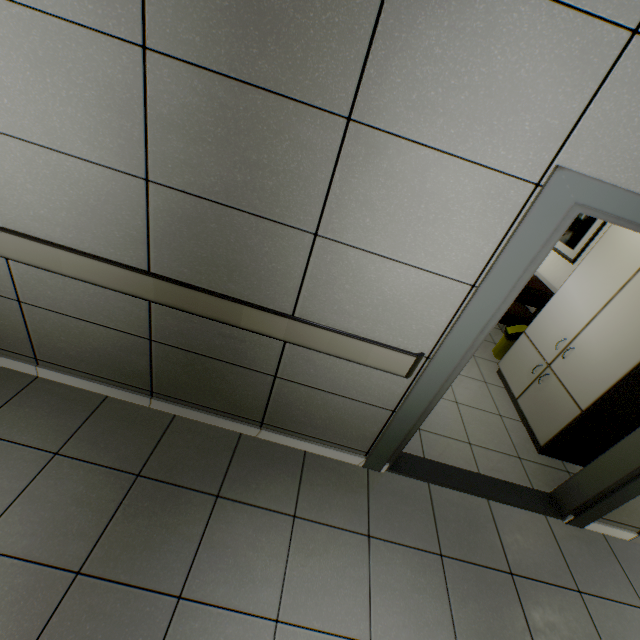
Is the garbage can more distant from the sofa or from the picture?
the picture

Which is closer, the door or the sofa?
the door

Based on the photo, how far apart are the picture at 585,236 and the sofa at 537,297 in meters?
0.4 m

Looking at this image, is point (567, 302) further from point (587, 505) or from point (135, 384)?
point (135, 384)

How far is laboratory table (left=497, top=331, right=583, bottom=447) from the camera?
2.9 meters

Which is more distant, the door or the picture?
the picture

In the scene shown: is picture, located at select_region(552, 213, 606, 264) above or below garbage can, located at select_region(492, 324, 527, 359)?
above

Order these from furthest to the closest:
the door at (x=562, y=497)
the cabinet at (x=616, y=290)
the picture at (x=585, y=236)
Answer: the picture at (x=585, y=236)
the cabinet at (x=616, y=290)
the door at (x=562, y=497)
